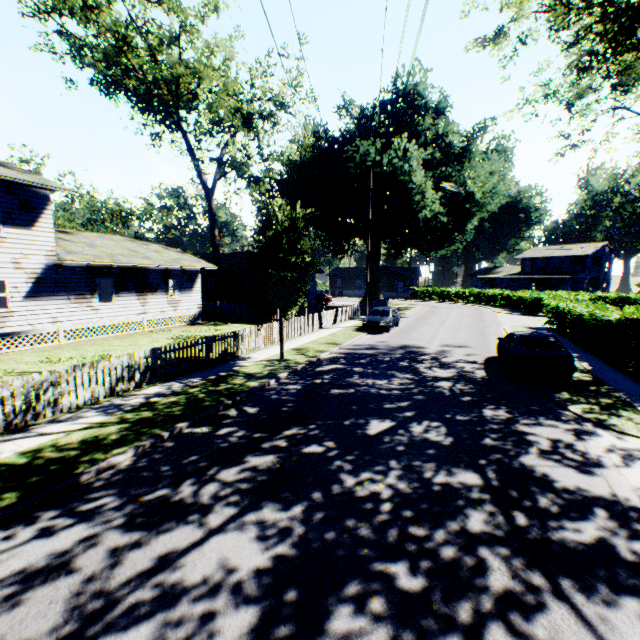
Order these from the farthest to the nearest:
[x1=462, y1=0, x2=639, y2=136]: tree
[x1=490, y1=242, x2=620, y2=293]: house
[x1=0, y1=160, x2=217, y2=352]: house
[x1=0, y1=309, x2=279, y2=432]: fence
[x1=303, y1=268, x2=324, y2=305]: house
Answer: [x1=490, y1=242, x2=620, y2=293]: house → [x1=303, y1=268, x2=324, y2=305]: house → [x1=0, y1=160, x2=217, y2=352]: house → [x1=462, y1=0, x2=639, y2=136]: tree → [x1=0, y1=309, x2=279, y2=432]: fence

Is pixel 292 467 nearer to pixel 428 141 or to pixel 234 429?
pixel 234 429

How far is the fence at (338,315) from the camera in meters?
19.8 m

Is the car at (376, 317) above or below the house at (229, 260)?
below

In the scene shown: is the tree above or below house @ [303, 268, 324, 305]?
above

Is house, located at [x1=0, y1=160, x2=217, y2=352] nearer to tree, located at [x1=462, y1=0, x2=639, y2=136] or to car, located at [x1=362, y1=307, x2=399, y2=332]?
car, located at [x1=362, y1=307, x2=399, y2=332]

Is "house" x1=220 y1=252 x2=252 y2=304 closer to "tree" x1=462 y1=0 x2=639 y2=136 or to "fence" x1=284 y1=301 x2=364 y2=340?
"fence" x1=284 y1=301 x2=364 y2=340

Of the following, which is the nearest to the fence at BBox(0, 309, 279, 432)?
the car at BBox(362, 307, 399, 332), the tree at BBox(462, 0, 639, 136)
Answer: the car at BBox(362, 307, 399, 332)
